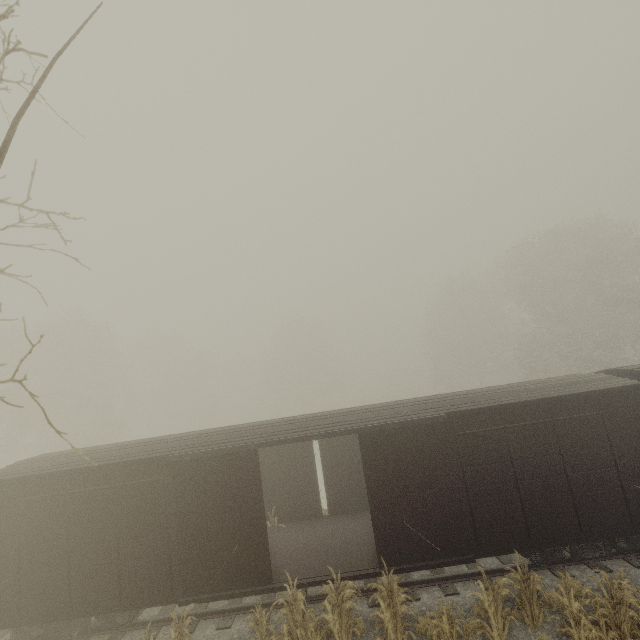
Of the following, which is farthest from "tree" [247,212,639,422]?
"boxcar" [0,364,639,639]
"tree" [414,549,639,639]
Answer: "tree" [414,549,639,639]

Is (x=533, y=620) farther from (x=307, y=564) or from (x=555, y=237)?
(x=555, y=237)

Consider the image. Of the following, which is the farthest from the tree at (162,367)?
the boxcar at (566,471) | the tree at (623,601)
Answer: the tree at (623,601)

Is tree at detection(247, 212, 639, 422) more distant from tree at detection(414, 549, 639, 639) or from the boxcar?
tree at detection(414, 549, 639, 639)

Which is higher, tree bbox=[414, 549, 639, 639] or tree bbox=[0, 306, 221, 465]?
tree bbox=[0, 306, 221, 465]

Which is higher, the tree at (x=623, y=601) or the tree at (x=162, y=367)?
the tree at (x=162, y=367)

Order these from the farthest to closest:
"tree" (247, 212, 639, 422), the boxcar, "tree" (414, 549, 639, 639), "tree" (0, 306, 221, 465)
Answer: "tree" (0, 306, 221, 465)
"tree" (247, 212, 639, 422)
the boxcar
"tree" (414, 549, 639, 639)
